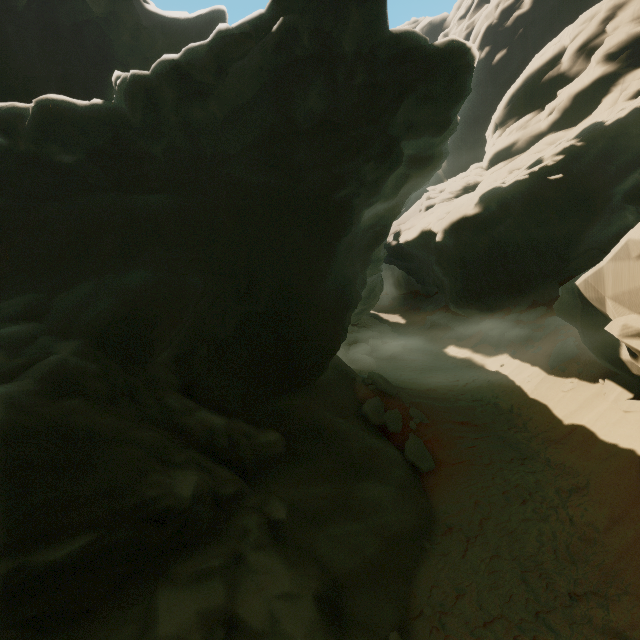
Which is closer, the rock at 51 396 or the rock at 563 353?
the rock at 51 396

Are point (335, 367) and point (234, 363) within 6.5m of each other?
yes

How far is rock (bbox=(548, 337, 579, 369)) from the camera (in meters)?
16.34

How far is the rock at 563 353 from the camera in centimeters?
1634cm

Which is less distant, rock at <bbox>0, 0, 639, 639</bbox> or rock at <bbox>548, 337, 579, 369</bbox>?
rock at <bbox>0, 0, 639, 639</bbox>
